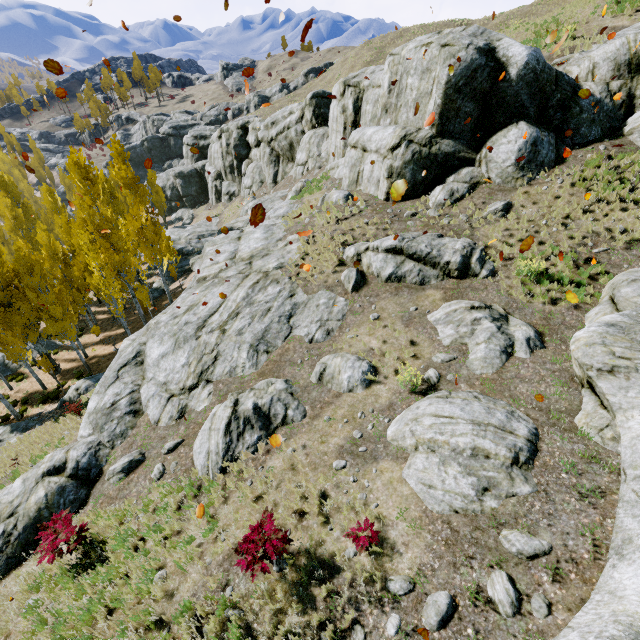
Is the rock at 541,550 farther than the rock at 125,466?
No

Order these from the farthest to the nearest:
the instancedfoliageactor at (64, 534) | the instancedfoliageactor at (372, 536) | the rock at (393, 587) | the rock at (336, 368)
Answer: the rock at (336, 368) → the instancedfoliageactor at (64, 534) → the instancedfoliageactor at (372, 536) → the rock at (393, 587)

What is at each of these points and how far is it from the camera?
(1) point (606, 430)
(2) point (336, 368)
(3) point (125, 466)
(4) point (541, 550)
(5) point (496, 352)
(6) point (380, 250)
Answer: (1) rock, 6.30m
(2) rock, 9.98m
(3) rock, 9.92m
(4) rock, 5.11m
(5) rock, 8.87m
(6) rock, 12.73m

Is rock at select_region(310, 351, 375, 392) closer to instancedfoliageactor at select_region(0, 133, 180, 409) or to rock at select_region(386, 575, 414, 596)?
rock at select_region(386, 575, 414, 596)

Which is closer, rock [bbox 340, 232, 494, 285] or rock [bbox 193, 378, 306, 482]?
rock [bbox 193, 378, 306, 482]

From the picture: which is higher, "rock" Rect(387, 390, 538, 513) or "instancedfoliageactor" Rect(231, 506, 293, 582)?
"rock" Rect(387, 390, 538, 513)

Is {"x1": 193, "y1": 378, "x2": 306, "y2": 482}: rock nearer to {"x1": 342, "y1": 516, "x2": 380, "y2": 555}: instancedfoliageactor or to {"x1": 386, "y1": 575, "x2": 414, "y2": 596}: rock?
{"x1": 342, "y1": 516, "x2": 380, "y2": 555}: instancedfoliageactor

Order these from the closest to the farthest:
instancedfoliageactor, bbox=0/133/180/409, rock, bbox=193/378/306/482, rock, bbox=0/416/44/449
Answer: rock, bbox=193/378/306/482 → rock, bbox=0/416/44/449 → instancedfoliageactor, bbox=0/133/180/409
